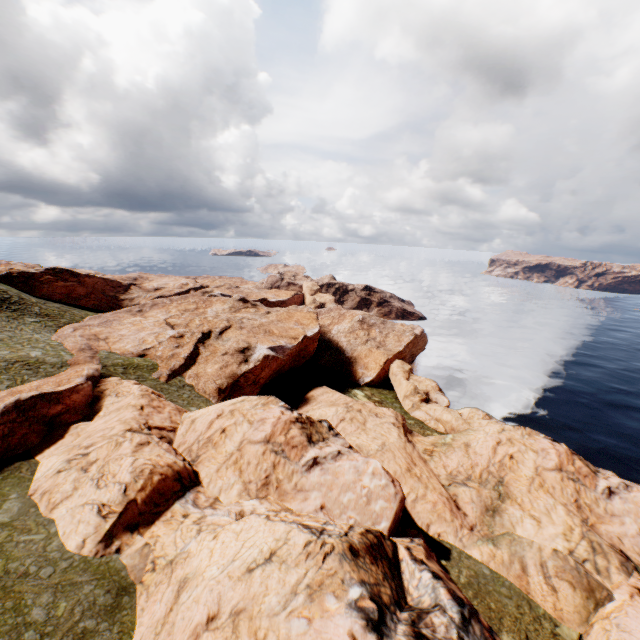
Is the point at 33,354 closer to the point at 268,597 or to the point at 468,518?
the point at 268,597

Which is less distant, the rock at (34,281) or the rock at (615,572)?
the rock at (615,572)

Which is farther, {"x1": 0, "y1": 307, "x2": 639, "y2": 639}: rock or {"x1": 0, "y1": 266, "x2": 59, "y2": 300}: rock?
{"x1": 0, "y1": 266, "x2": 59, "y2": 300}: rock
